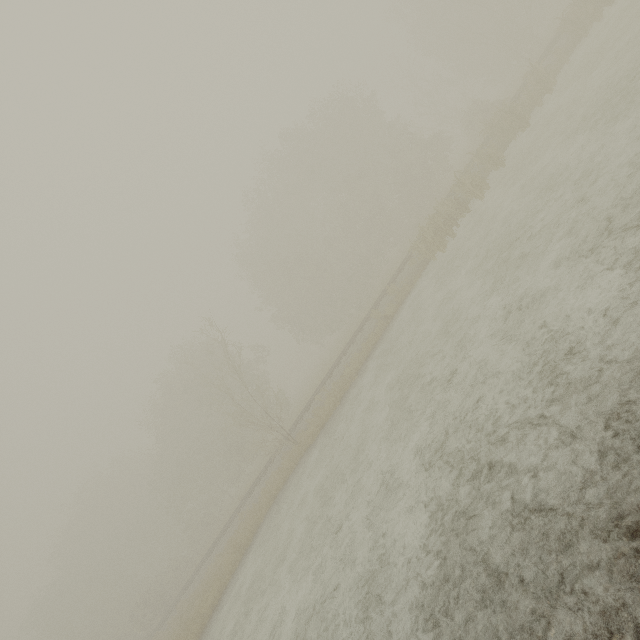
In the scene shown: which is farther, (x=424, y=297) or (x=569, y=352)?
(x=424, y=297)
